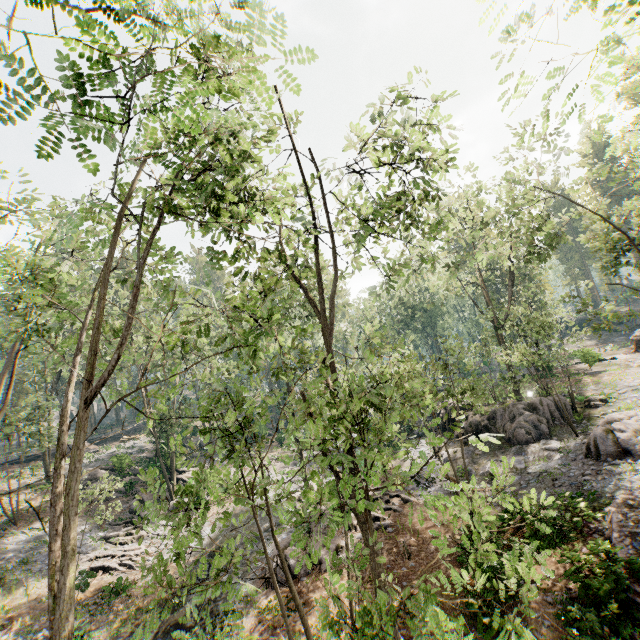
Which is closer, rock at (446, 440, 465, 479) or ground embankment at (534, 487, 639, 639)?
ground embankment at (534, 487, 639, 639)

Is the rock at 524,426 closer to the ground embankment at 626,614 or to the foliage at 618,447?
the foliage at 618,447

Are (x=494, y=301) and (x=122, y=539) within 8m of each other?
no

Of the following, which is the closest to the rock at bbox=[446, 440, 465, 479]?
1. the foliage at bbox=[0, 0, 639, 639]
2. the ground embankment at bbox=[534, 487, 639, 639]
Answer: the foliage at bbox=[0, 0, 639, 639]

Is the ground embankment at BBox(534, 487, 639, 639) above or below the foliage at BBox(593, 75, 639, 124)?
below

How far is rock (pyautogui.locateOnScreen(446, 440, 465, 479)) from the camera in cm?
2143

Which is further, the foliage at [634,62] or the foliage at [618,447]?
the foliage at [618,447]
